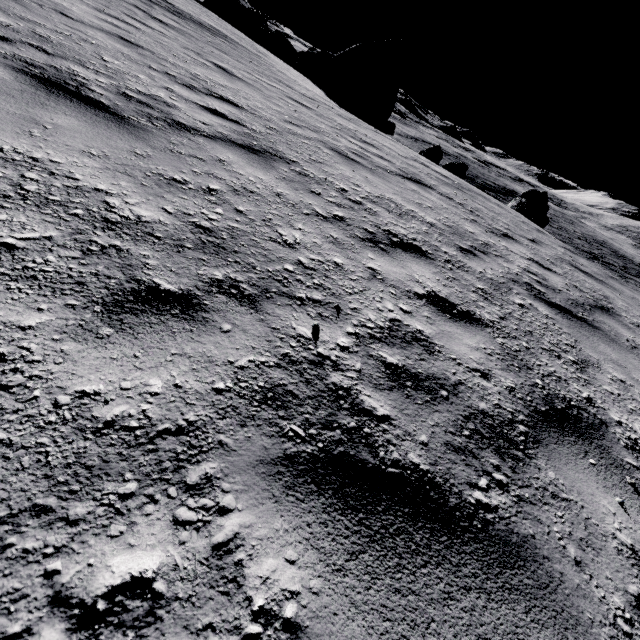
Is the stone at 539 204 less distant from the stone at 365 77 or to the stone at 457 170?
the stone at 457 170

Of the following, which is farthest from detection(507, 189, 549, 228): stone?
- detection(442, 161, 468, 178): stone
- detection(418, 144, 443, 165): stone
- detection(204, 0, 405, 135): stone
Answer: detection(204, 0, 405, 135): stone

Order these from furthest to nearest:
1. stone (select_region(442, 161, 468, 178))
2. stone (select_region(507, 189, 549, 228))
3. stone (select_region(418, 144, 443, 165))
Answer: stone (select_region(418, 144, 443, 165)) < stone (select_region(507, 189, 549, 228)) < stone (select_region(442, 161, 468, 178))

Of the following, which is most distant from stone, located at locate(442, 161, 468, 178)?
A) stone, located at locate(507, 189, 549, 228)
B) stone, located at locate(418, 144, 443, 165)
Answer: stone, located at locate(418, 144, 443, 165)

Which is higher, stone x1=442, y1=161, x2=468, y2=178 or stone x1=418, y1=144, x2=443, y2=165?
stone x1=442, y1=161, x2=468, y2=178

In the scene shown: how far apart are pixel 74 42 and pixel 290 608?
6.4 meters

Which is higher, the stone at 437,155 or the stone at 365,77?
the stone at 365,77

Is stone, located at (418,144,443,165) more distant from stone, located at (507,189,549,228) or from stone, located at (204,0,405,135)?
stone, located at (507,189,549,228)
